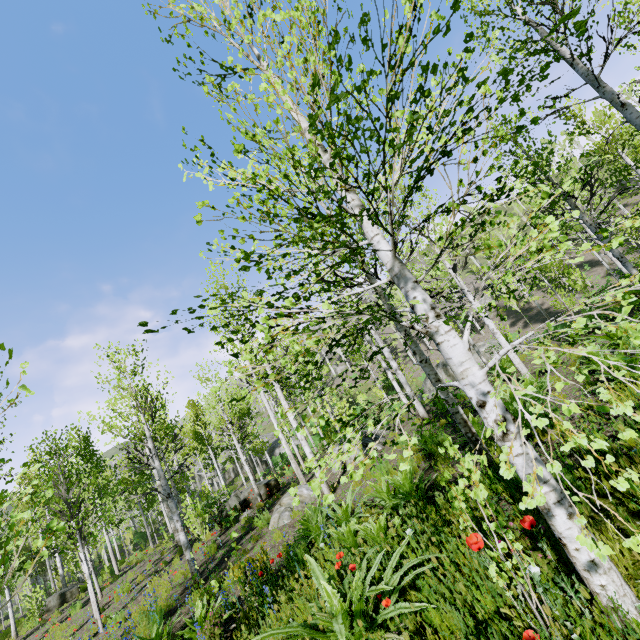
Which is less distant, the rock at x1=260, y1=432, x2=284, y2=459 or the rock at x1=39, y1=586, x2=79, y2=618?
the rock at x1=39, y1=586, x2=79, y2=618

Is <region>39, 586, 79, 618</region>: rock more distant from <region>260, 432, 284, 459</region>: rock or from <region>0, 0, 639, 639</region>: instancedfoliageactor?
<region>260, 432, 284, 459</region>: rock

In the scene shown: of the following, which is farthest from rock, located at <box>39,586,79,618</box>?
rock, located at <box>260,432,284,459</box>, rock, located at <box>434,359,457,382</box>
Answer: rock, located at <box>434,359,457,382</box>

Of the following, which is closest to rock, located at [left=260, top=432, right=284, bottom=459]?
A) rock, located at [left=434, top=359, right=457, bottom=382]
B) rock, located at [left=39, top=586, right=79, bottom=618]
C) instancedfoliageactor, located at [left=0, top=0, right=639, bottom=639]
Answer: instancedfoliageactor, located at [left=0, top=0, right=639, bottom=639]

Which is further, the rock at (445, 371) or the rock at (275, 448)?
the rock at (275, 448)

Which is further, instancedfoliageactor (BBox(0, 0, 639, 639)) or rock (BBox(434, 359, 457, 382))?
rock (BBox(434, 359, 457, 382))

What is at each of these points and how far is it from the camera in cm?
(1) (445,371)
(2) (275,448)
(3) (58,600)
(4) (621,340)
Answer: (1) rock, 2548
(2) rock, 4238
(3) rock, 1789
(4) instancedfoliageactor, 523

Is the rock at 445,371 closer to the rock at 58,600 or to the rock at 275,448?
the rock at 275,448
